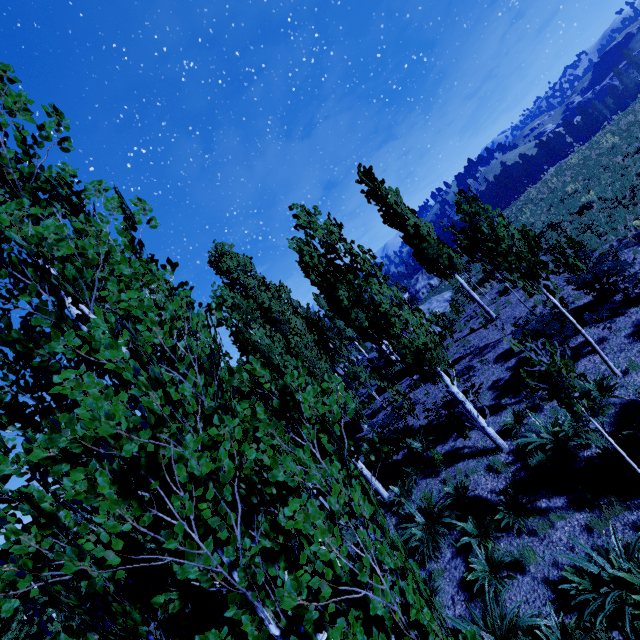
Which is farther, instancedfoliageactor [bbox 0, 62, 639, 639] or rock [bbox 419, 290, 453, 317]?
rock [bbox 419, 290, 453, 317]

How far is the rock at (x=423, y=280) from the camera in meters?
40.5

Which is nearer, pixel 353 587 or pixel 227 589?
pixel 227 589

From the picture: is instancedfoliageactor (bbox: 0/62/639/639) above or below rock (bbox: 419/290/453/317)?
above

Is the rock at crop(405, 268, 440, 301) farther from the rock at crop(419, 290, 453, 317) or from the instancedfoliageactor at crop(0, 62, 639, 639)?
the rock at crop(419, 290, 453, 317)

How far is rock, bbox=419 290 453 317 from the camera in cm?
2349

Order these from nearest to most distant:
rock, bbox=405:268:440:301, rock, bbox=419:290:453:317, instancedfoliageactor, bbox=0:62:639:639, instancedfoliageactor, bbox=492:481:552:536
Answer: instancedfoliageactor, bbox=0:62:639:639 < instancedfoliageactor, bbox=492:481:552:536 < rock, bbox=419:290:453:317 < rock, bbox=405:268:440:301

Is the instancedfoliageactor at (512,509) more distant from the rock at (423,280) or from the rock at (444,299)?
the rock at (423,280)
